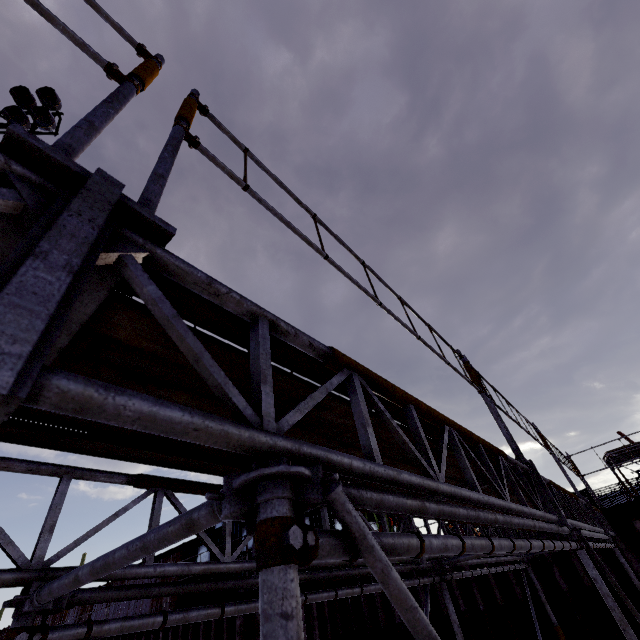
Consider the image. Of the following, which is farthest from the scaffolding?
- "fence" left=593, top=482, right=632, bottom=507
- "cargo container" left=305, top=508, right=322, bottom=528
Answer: "fence" left=593, top=482, right=632, bottom=507

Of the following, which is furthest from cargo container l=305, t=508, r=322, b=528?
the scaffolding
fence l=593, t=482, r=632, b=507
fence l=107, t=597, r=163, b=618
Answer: the scaffolding

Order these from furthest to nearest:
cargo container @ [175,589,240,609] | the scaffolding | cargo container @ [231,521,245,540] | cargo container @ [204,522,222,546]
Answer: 1. cargo container @ [204,522,222,546]
2. cargo container @ [231,521,245,540]
3. cargo container @ [175,589,240,609]
4. the scaffolding

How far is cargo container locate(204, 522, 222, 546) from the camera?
12.9m

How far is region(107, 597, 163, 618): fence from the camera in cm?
1362

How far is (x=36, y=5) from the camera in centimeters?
105cm

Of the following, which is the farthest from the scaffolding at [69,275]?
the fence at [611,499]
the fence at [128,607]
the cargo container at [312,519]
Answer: the fence at [611,499]
